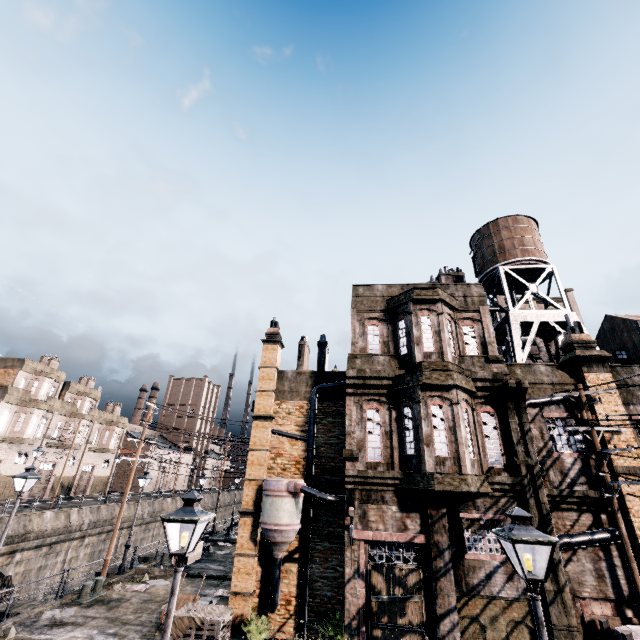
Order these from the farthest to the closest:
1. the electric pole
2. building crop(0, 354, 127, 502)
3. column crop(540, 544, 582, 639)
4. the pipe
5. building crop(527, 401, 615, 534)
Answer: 1. building crop(0, 354, 127, 502)
2. building crop(527, 401, 615, 534)
3. the pipe
4. the electric pole
5. column crop(540, 544, 582, 639)

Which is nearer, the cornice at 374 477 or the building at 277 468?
the cornice at 374 477

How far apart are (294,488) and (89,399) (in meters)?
48.93

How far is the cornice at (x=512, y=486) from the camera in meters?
12.9 m

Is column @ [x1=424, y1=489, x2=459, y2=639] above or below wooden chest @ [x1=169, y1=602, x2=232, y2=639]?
above

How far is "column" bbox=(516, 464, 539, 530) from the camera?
12.33m

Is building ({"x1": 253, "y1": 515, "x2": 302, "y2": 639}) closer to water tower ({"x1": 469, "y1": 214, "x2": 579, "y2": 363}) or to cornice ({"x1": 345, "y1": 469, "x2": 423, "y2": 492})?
cornice ({"x1": 345, "y1": 469, "x2": 423, "y2": 492})

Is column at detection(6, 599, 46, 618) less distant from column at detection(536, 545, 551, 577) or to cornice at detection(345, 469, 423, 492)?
cornice at detection(345, 469, 423, 492)
